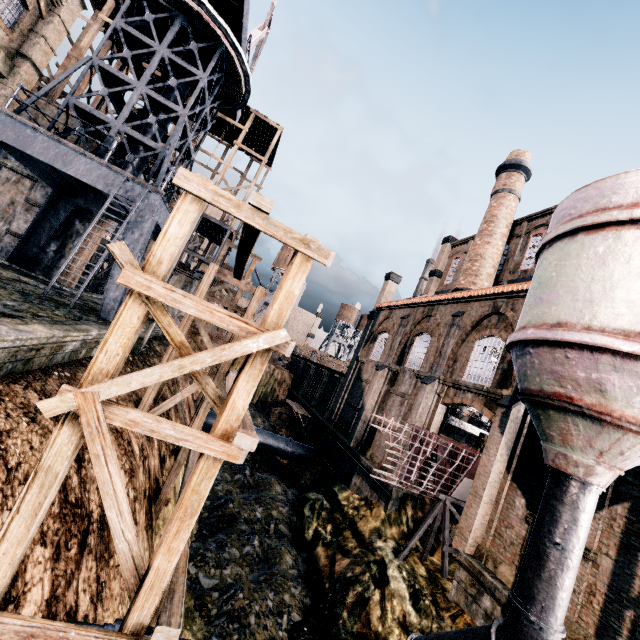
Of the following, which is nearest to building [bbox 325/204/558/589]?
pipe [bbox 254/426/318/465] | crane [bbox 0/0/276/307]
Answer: crane [bbox 0/0/276/307]

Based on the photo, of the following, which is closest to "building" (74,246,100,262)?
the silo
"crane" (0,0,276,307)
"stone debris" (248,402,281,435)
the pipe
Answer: the silo

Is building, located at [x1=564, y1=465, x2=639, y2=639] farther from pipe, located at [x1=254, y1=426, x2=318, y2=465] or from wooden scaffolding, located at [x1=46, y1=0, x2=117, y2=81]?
pipe, located at [x1=254, y1=426, x2=318, y2=465]

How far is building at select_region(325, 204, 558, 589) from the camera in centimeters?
1284cm

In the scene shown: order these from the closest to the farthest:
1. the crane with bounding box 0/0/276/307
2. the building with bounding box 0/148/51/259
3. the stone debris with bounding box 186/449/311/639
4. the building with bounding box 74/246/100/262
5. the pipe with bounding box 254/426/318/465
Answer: the stone debris with bounding box 186/449/311/639 → the crane with bounding box 0/0/276/307 → the building with bounding box 0/148/51/259 → the building with bounding box 74/246/100/262 → the pipe with bounding box 254/426/318/465

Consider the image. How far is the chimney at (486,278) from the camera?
25.16m

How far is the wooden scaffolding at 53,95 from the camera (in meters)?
24.22

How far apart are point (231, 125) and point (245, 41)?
18.3 meters
